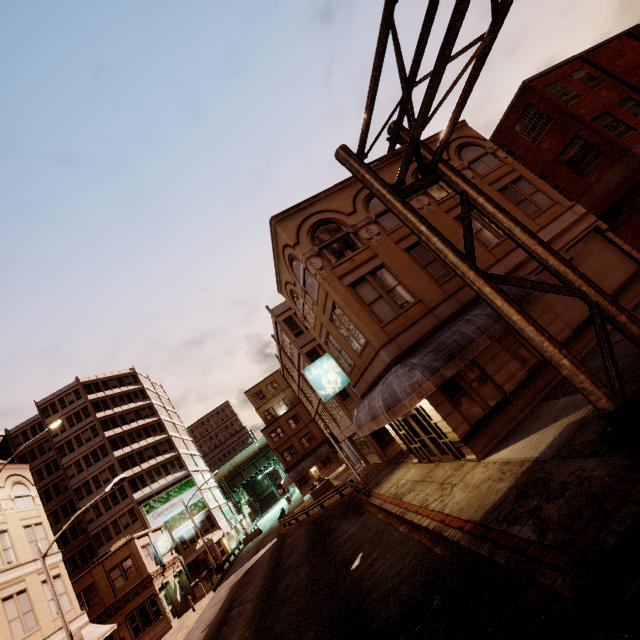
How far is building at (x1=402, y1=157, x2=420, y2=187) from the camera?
17.20m

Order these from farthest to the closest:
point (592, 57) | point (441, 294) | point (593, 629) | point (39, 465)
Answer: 1. point (39, 465)
2. point (592, 57)
3. point (441, 294)
4. point (593, 629)

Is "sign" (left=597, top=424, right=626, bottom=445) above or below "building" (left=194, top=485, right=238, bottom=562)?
below

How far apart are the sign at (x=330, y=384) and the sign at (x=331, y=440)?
3.5 meters

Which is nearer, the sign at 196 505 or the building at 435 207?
the building at 435 207

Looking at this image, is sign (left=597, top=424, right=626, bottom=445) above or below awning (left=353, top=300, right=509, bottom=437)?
below

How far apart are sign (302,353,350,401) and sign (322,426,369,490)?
3.5m

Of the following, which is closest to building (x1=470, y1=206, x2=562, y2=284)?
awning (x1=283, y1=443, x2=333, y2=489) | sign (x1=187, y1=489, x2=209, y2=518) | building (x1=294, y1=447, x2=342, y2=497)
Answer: awning (x1=283, y1=443, x2=333, y2=489)
